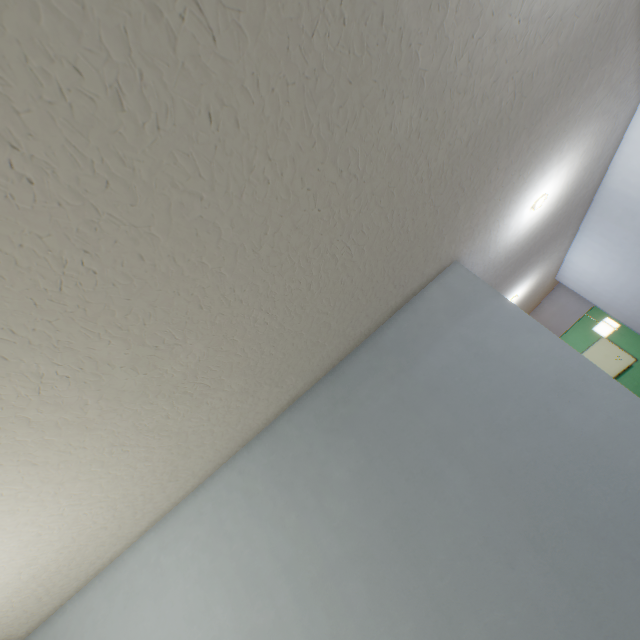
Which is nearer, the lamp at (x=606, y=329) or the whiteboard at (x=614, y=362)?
the lamp at (x=606, y=329)

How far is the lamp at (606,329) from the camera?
4.61m

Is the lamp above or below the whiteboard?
above

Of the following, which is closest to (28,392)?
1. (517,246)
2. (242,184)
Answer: (242,184)

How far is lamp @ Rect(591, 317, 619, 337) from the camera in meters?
4.6 m

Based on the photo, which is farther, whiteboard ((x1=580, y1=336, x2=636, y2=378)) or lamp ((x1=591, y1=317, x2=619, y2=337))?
whiteboard ((x1=580, y1=336, x2=636, y2=378))
